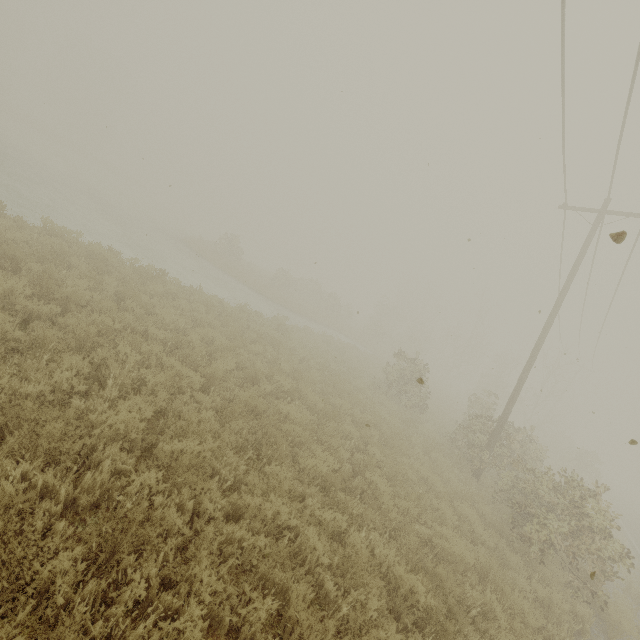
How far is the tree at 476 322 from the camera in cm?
4194

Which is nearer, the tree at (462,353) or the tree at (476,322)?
the tree at (462,353)

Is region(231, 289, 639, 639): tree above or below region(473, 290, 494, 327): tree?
below

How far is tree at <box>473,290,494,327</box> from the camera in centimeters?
4194cm

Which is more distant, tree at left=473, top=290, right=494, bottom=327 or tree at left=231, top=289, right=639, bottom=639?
tree at left=473, top=290, right=494, bottom=327

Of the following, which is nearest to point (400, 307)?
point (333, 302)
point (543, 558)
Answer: point (333, 302)
